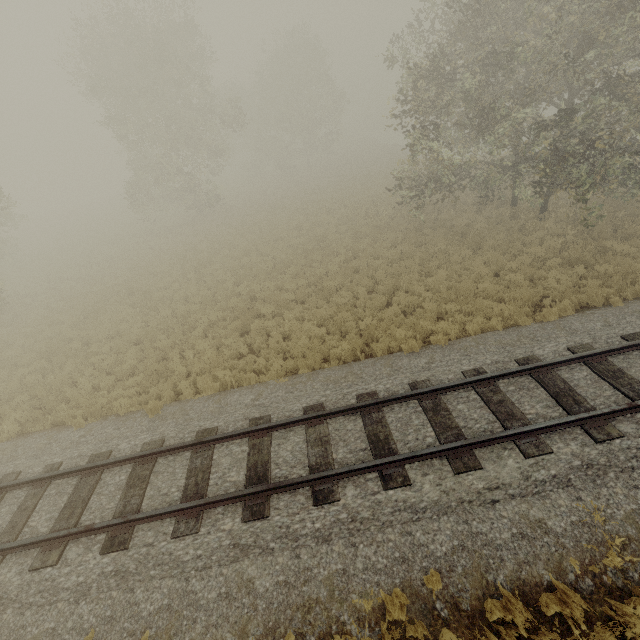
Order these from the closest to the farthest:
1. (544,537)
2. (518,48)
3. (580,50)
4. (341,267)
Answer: (544,537), (518,48), (580,50), (341,267)
